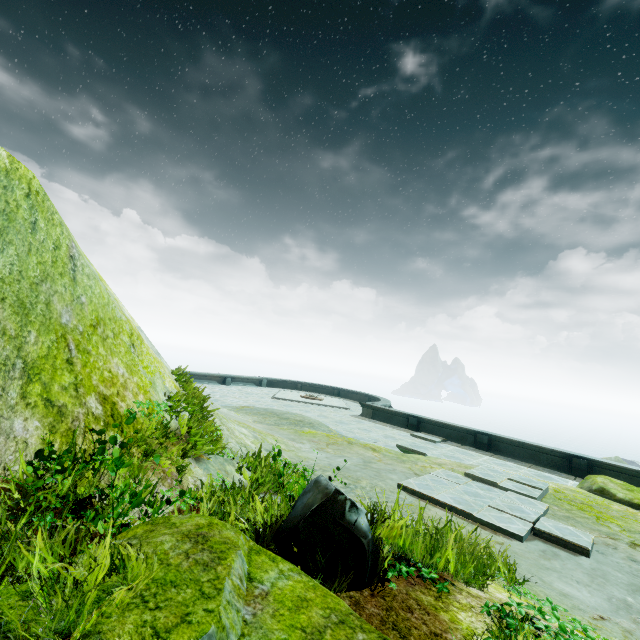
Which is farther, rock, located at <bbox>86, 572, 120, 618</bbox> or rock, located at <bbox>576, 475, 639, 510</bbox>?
rock, located at <bbox>576, 475, 639, 510</bbox>

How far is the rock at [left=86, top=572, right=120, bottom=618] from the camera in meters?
1.4

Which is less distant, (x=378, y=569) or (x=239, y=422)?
(x=378, y=569)

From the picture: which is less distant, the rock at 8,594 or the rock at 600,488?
the rock at 8,594

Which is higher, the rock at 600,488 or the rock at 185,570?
the rock at 185,570

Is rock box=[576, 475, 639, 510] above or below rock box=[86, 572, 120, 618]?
below
